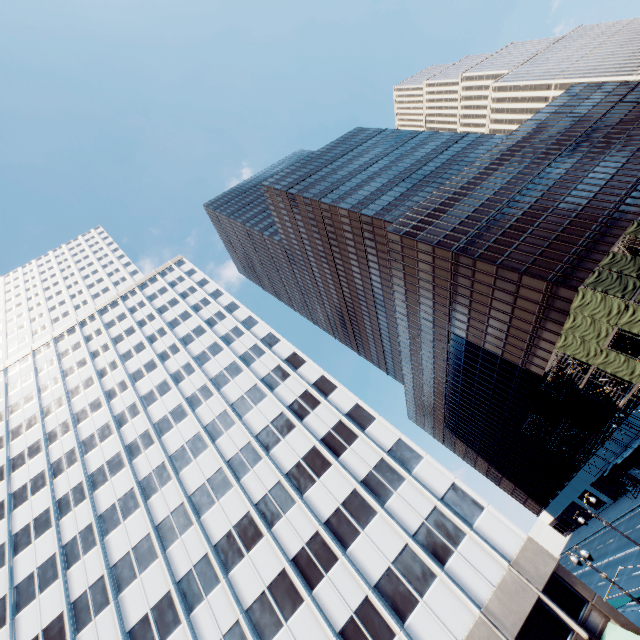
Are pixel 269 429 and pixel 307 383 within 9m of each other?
yes

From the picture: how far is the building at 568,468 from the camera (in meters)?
47.70

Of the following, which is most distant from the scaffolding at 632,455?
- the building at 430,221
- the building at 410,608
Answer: the building at 410,608

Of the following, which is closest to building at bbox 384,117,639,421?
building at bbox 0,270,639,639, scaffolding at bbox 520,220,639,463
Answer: scaffolding at bbox 520,220,639,463

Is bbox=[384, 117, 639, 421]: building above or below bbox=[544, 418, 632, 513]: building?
above

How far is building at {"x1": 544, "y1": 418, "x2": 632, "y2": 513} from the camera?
47.7m

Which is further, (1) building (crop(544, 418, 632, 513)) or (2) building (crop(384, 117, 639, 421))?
(1) building (crop(544, 418, 632, 513))
